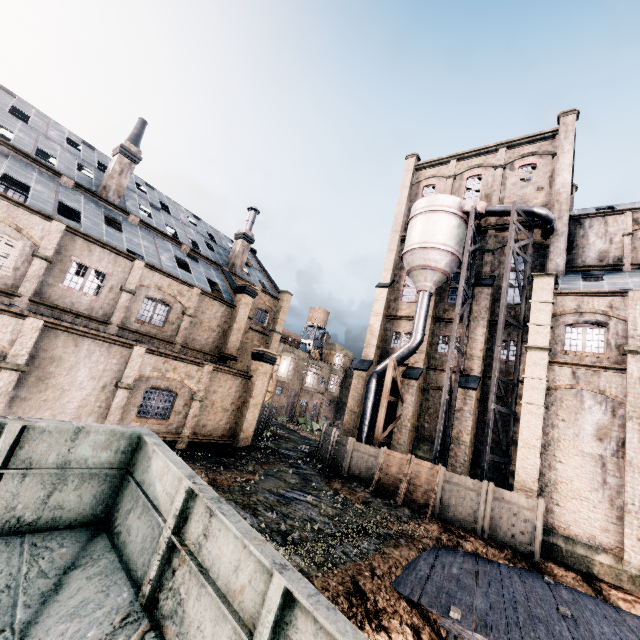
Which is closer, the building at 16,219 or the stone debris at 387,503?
the building at 16,219

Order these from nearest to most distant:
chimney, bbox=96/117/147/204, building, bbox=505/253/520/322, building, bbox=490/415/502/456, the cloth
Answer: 1. building, bbox=490/415/502/456
2. chimney, bbox=96/117/147/204
3. building, bbox=505/253/520/322
4. the cloth

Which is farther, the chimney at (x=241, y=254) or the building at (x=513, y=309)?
the chimney at (x=241, y=254)

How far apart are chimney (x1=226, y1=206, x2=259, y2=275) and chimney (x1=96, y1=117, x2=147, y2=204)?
10.8m

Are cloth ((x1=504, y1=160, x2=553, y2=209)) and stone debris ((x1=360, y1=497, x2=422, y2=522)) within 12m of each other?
no

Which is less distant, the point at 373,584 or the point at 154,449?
the point at 154,449

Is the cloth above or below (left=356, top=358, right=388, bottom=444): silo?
above

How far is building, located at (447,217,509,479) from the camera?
23.41m
